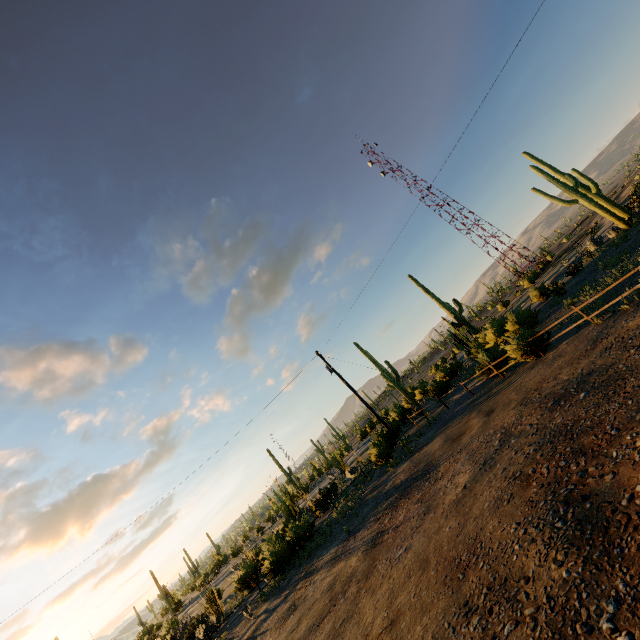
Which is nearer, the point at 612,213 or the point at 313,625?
the point at 313,625
